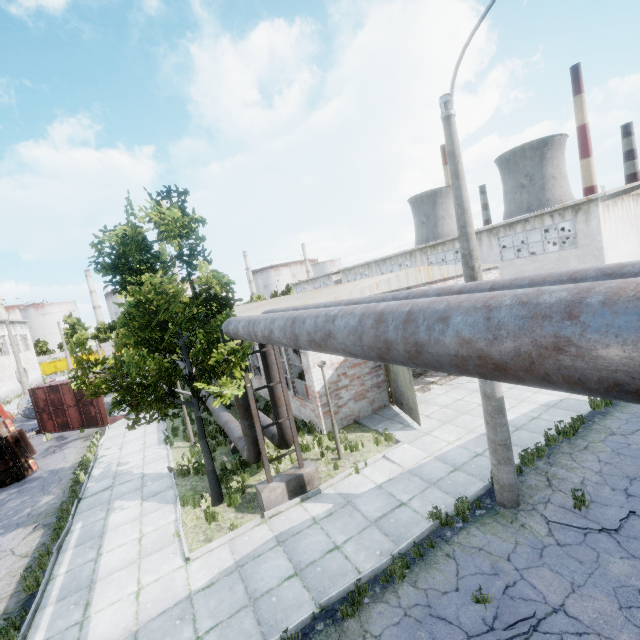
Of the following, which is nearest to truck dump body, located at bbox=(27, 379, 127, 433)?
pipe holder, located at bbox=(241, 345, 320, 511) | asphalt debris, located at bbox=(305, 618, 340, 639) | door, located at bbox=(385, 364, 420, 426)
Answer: pipe holder, located at bbox=(241, 345, 320, 511)

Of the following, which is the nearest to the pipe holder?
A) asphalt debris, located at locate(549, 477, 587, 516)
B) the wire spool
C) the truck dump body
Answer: asphalt debris, located at locate(549, 477, 587, 516)

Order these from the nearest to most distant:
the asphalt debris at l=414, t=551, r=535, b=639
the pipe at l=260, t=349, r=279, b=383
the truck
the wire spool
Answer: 1. the asphalt debris at l=414, t=551, r=535, b=639
2. the pipe at l=260, t=349, r=279, b=383
3. the truck
4. the wire spool

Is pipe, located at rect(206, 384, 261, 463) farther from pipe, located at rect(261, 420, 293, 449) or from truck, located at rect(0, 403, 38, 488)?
truck, located at rect(0, 403, 38, 488)

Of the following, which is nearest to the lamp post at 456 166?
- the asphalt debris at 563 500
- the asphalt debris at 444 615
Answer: the asphalt debris at 563 500

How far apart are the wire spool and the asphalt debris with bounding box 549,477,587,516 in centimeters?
3341cm

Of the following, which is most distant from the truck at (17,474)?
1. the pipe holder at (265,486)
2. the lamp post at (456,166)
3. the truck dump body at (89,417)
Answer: the lamp post at (456,166)

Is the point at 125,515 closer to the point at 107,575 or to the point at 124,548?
the point at 124,548
